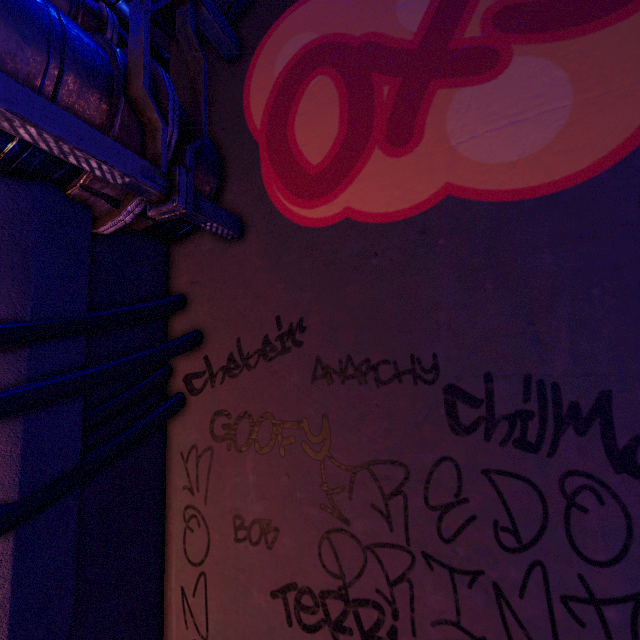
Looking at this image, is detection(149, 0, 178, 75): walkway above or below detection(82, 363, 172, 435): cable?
above

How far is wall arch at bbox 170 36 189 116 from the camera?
4.0m

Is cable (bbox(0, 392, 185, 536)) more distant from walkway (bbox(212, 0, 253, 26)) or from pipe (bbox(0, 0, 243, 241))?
walkway (bbox(212, 0, 253, 26))

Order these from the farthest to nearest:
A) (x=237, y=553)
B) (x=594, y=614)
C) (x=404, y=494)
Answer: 1. (x=237, y=553)
2. (x=404, y=494)
3. (x=594, y=614)

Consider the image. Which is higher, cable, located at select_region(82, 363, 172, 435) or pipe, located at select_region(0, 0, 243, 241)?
pipe, located at select_region(0, 0, 243, 241)

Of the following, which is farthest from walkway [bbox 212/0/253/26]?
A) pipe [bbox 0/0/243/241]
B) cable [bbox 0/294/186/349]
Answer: cable [bbox 0/294/186/349]

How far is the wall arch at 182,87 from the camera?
4.00m

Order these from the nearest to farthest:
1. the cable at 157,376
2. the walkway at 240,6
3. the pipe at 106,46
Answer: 1. the pipe at 106,46
2. the cable at 157,376
3. the walkway at 240,6
